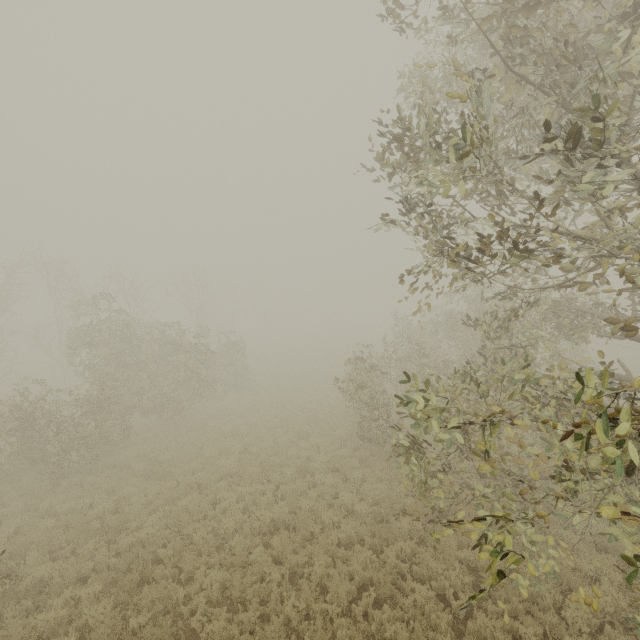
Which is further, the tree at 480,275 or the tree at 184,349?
the tree at 184,349

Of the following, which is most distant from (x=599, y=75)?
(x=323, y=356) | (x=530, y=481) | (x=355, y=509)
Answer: (x=323, y=356)

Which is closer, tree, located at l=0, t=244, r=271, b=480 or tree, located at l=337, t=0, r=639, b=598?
tree, located at l=337, t=0, r=639, b=598
